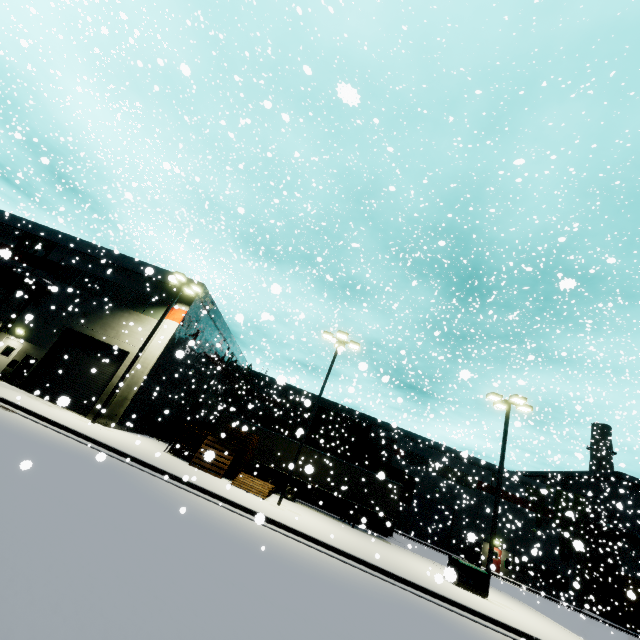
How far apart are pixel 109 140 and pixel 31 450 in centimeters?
4018cm

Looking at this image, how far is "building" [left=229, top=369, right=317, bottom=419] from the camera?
36.7m

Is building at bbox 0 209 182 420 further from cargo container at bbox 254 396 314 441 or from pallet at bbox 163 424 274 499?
cargo container at bbox 254 396 314 441

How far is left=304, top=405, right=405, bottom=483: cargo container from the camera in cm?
2920

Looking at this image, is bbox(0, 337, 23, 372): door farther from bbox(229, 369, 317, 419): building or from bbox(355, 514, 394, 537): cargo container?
bbox(355, 514, 394, 537): cargo container

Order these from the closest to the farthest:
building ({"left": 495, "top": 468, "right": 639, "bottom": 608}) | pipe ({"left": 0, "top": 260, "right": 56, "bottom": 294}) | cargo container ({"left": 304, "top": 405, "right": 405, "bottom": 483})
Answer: pipe ({"left": 0, "top": 260, "right": 56, "bottom": 294}), cargo container ({"left": 304, "top": 405, "right": 405, "bottom": 483}), building ({"left": 495, "top": 468, "right": 639, "bottom": 608})

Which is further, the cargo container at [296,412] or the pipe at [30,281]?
the cargo container at [296,412]

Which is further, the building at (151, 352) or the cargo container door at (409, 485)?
the cargo container door at (409, 485)
